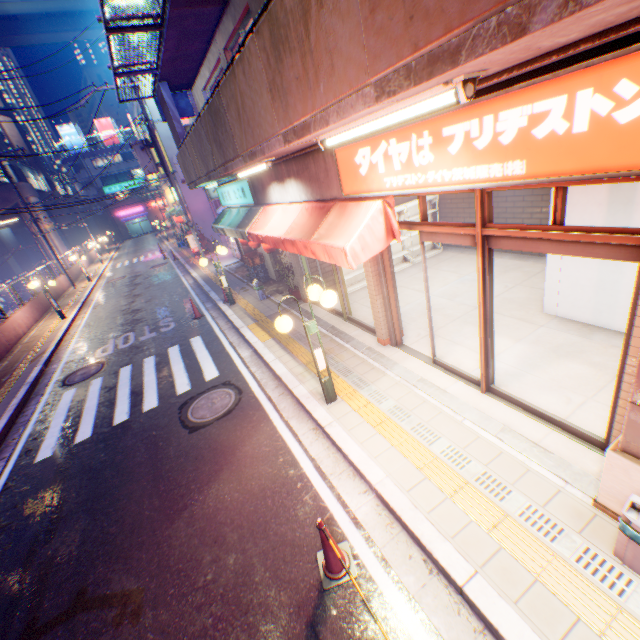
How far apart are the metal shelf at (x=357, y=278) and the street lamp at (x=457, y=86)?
5.1 meters

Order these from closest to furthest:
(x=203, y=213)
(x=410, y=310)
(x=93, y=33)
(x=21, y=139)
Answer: (x=410, y=310), (x=203, y=213), (x=93, y=33), (x=21, y=139)

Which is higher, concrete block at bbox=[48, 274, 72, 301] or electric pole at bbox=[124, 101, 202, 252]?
electric pole at bbox=[124, 101, 202, 252]

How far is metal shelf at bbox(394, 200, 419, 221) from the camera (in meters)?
10.51

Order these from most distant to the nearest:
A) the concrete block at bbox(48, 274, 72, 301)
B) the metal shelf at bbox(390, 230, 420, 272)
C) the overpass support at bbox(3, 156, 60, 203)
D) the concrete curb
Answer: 1. the overpass support at bbox(3, 156, 60, 203)
2. the concrete block at bbox(48, 274, 72, 301)
3. the metal shelf at bbox(390, 230, 420, 272)
4. the concrete curb

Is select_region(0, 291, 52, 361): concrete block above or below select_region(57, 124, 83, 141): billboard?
below

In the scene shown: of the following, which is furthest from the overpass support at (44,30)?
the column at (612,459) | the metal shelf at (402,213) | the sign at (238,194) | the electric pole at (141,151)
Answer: the metal shelf at (402,213)

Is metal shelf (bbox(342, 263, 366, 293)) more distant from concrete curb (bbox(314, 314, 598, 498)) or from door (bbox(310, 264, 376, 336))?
concrete curb (bbox(314, 314, 598, 498))
